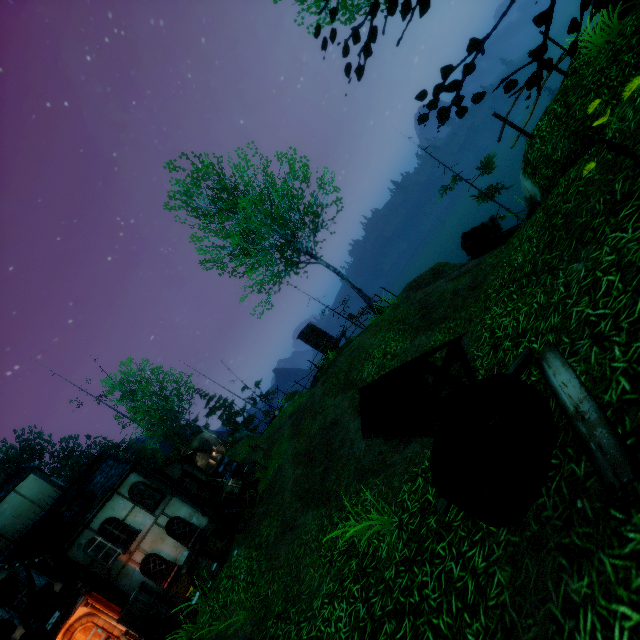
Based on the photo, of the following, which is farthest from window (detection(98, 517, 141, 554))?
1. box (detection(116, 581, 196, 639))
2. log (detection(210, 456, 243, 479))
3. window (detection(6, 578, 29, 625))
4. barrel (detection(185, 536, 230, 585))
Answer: log (detection(210, 456, 243, 479))

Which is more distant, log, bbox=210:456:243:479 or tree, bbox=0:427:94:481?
tree, bbox=0:427:94:481

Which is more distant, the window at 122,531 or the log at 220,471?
the log at 220,471

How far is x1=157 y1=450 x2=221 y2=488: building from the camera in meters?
17.9

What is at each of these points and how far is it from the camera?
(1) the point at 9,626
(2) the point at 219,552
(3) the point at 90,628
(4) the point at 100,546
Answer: (1) tree, 1.39m
(2) barrel, 11.87m
(3) door, 11.28m
(4) window shutters, 12.97m

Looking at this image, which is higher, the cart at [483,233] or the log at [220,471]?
the log at [220,471]

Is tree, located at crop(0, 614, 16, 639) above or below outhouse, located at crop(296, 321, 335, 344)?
above

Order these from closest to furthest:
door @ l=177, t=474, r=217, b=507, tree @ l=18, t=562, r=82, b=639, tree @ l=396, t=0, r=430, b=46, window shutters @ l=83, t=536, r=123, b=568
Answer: tree @ l=18, t=562, r=82, b=639
tree @ l=396, t=0, r=430, b=46
window shutters @ l=83, t=536, r=123, b=568
door @ l=177, t=474, r=217, b=507
